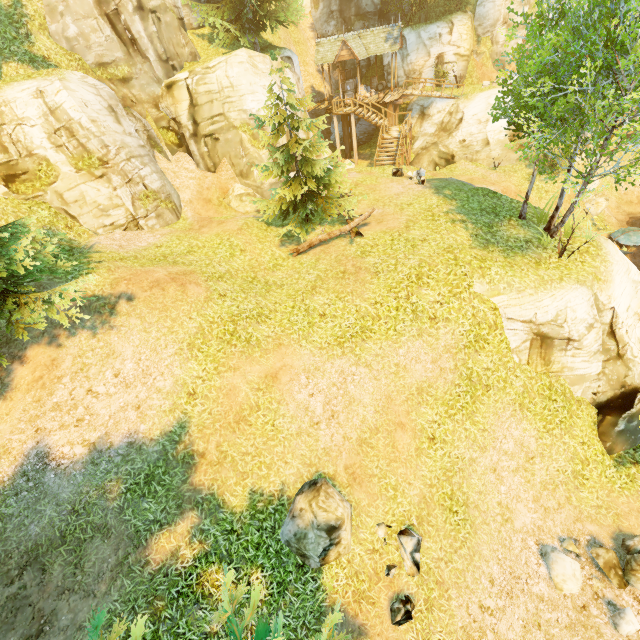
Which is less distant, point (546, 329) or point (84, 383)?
point (84, 383)

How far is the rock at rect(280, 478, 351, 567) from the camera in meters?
7.6 m

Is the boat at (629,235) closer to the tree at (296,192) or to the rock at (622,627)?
the tree at (296,192)

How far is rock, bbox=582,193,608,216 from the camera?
21.4 meters

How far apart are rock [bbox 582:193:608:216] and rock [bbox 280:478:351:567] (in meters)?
24.90

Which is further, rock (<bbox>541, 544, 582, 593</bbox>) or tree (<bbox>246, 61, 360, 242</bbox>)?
tree (<bbox>246, 61, 360, 242</bbox>)

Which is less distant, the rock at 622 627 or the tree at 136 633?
the tree at 136 633

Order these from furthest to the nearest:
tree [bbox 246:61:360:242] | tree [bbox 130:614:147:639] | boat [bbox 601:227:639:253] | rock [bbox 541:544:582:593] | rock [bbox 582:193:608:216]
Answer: rock [bbox 582:193:608:216], boat [bbox 601:227:639:253], tree [bbox 246:61:360:242], rock [bbox 541:544:582:593], tree [bbox 130:614:147:639]
